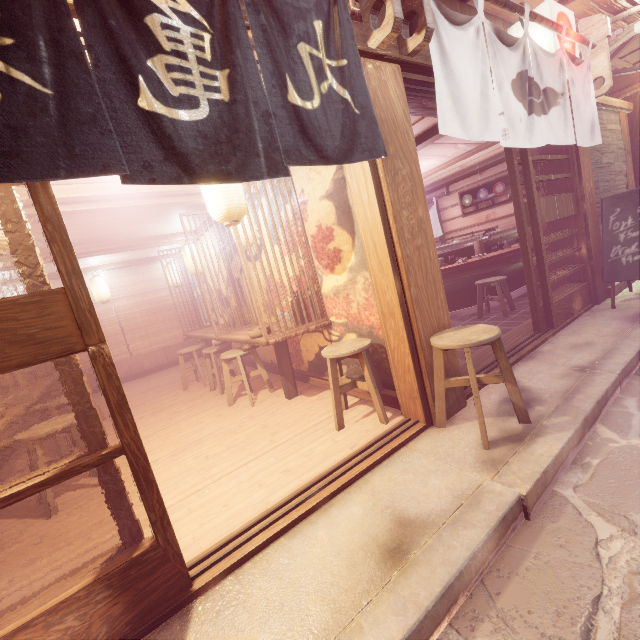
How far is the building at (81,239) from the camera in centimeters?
820cm

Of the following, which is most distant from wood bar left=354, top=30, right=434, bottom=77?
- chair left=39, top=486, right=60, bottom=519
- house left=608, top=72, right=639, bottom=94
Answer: chair left=39, top=486, right=60, bottom=519

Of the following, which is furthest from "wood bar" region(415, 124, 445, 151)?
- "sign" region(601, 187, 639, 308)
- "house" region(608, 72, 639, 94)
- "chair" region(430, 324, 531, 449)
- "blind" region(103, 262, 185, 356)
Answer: "chair" region(430, 324, 531, 449)

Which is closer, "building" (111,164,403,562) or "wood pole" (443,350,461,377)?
"building" (111,164,403,562)

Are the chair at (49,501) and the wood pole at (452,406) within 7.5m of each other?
yes

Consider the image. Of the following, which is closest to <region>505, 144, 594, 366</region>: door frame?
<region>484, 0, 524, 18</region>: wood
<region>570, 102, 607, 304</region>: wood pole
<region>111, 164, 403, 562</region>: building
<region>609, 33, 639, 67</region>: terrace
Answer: <region>570, 102, 607, 304</region>: wood pole

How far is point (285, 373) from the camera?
7.4m

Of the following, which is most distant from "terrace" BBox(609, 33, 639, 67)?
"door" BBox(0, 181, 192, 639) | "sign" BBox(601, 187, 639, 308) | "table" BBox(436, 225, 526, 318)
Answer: "door" BBox(0, 181, 192, 639)
